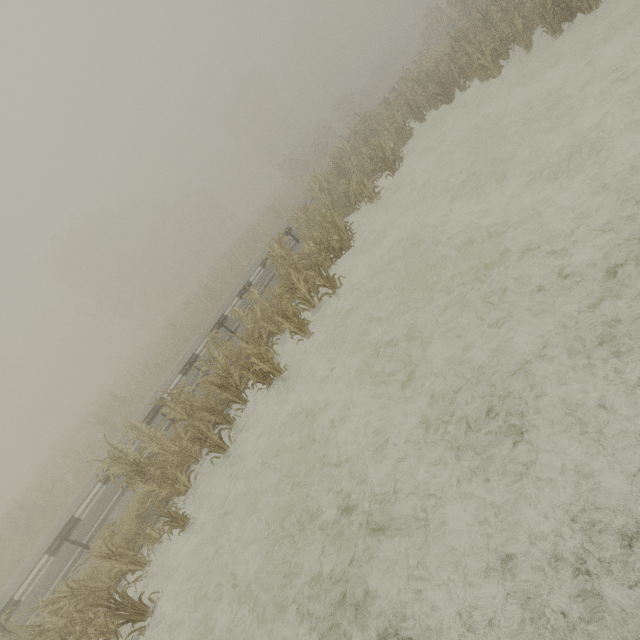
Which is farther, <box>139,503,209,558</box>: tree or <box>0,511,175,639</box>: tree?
<box>139,503,209,558</box>: tree

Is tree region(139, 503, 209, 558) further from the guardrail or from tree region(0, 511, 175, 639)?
the guardrail

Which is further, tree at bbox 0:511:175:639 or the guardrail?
the guardrail

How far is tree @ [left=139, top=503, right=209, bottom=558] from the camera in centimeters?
667cm

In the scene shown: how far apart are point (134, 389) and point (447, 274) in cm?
2109

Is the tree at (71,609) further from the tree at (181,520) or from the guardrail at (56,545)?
the guardrail at (56,545)

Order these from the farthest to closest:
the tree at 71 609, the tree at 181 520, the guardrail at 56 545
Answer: the guardrail at 56 545, the tree at 181 520, the tree at 71 609

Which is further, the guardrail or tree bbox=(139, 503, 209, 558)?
the guardrail
